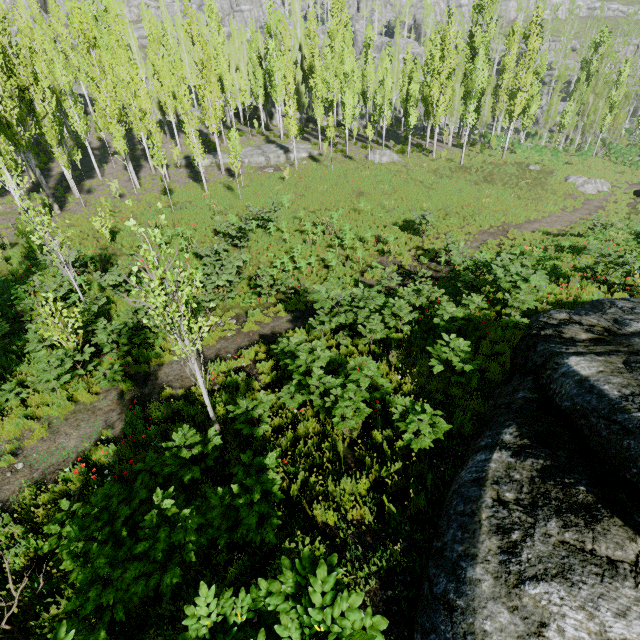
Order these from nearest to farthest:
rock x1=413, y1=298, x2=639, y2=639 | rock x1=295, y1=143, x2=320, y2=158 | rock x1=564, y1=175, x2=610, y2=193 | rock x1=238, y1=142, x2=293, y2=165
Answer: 1. rock x1=413, y1=298, x2=639, y2=639
2. rock x1=564, y1=175, x2=610, y2=193
3. rock x1=238, y1=142, x2=293, y2=165
4. rock x1=295, y1=143, x2=320, y2=158

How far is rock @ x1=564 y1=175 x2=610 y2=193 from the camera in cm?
2962

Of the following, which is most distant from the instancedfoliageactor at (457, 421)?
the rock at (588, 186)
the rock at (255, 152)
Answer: the rock at (588, 186)

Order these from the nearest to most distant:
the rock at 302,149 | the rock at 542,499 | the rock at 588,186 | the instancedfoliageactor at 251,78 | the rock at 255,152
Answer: the rock at 542,499, the instancedfoliageactor at 251,78, the rock at 588,186, the rock at 255,152, the rock at 302,149

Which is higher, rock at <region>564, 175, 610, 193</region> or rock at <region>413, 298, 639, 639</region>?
rock at <region>413, 298, 639, 639</region>

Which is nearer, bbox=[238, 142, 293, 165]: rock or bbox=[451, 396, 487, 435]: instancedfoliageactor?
bbox=[451, 396, 487, 435]: instancedfoliageactor

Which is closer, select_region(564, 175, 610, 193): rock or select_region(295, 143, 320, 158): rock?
select_region(564, 175, 610, 193): rock

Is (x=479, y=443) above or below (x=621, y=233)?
above
